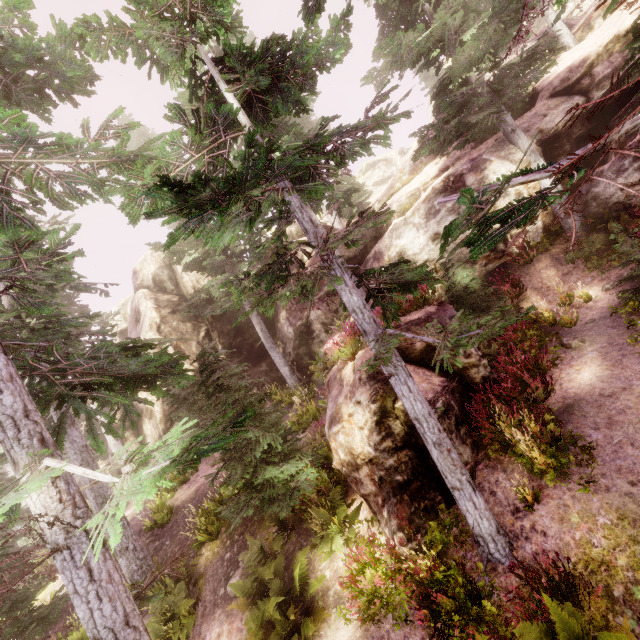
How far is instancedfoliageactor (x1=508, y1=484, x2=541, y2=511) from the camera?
6.24m

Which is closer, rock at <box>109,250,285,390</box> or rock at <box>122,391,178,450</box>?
rock at <box>122,391,178,450</box>

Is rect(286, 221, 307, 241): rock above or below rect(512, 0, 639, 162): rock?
above

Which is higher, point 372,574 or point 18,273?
point 18,273

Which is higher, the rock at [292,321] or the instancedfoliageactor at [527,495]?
the rock at [292,321]

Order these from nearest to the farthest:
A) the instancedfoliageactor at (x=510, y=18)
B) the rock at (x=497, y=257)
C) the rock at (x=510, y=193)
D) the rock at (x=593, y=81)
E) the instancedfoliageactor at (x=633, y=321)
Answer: the instancedfoliageactor at (x=510, y=18), the instancedfoliageactor at (x=633, y=321), the rock at (x=593, y=81), the rock at (x=510, y=193), the rock at (x=497, y=257)
